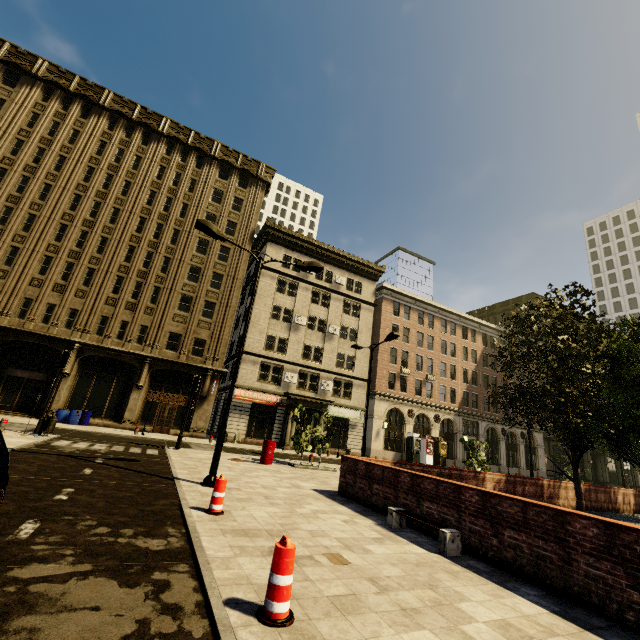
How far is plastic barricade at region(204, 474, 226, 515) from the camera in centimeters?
655cm

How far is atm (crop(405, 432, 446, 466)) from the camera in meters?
34.5 m

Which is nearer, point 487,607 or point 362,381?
point 487,607

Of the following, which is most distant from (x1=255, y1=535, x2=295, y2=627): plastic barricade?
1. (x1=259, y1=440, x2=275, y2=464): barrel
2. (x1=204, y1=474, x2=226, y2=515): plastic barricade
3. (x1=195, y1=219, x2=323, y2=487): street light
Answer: (x1=259, y1=440, x2=275, y2=464): barrel

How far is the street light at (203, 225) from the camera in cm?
927

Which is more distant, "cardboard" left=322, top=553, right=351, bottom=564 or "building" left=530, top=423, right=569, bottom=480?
"building" left=530, top=423, right=569, bottom=480

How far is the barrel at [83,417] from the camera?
22.3m

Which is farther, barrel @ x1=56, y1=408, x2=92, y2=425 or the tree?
barrel @ x1=56, y1=408, x2=92, y2=425
